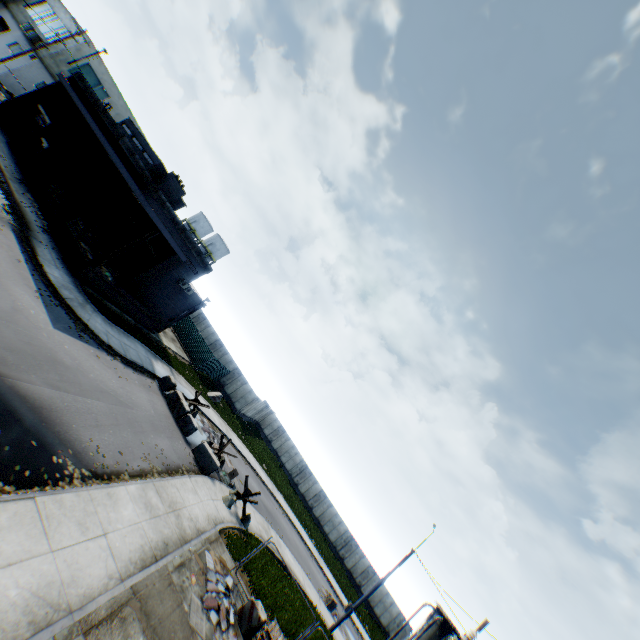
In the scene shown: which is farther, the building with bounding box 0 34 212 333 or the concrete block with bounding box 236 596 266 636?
the building with bounding box 0 34 212 333

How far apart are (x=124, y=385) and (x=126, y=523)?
8.3m

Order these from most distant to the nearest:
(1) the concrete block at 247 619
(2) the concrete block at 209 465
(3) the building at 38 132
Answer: (3) the building at 38 132 < (2) the concrete block at 209 465 < (1) the concrete block at 247 619

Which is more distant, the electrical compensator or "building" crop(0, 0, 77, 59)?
"building" crop(0, 0, 77, 59)

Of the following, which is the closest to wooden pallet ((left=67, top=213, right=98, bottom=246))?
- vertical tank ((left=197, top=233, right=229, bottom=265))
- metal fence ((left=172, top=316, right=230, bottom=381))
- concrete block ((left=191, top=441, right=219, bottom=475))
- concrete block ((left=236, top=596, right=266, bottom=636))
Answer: metal fence ((left=172, top=316, right=230, bottom=381))

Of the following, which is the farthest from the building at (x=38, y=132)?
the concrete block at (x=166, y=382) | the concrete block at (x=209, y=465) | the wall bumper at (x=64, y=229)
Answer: the concrete block at (x=209, y=465)

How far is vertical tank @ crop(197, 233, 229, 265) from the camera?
56.31m

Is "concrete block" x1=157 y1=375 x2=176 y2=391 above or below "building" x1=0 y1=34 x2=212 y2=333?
below
